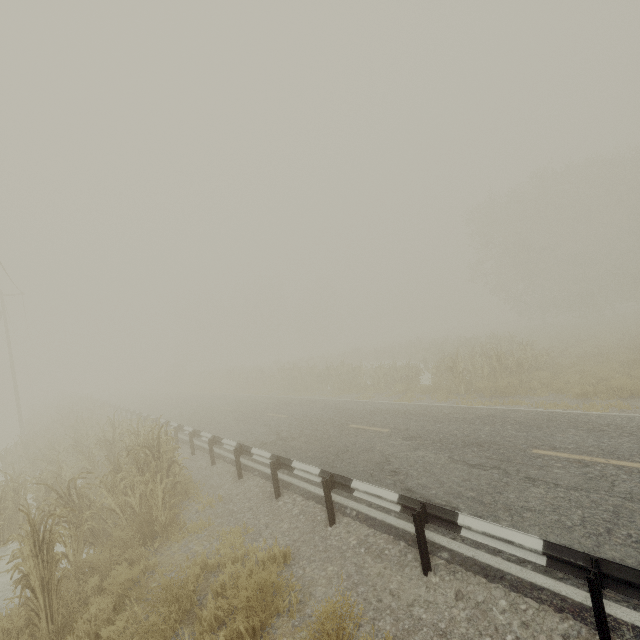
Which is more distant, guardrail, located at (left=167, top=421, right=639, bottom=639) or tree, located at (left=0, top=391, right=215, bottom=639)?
tree, located at (left=0, top=391, right=215, bottom=639)

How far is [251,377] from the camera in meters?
30.8

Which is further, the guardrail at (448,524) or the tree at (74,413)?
the tree at (74,413)
